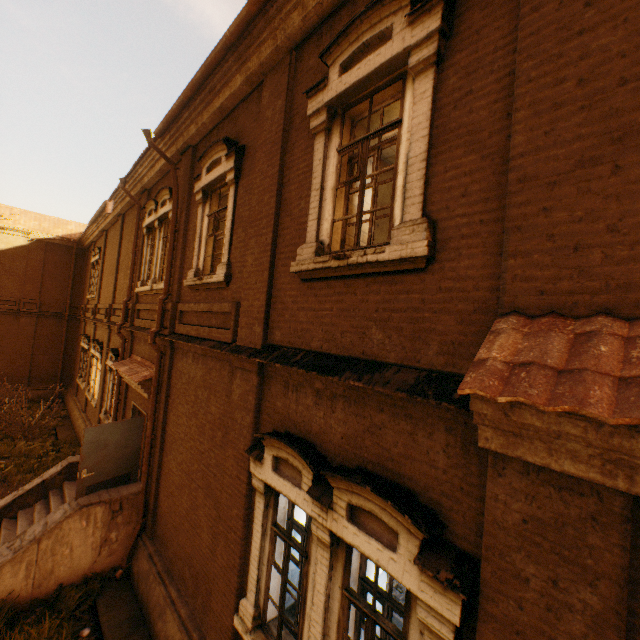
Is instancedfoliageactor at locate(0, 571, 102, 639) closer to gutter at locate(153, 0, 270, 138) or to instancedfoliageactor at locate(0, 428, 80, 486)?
instancedfoliageactor at locate(0, 428, 80, 486)

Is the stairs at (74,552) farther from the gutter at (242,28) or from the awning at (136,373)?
the gutter at (242,28)

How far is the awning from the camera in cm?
820

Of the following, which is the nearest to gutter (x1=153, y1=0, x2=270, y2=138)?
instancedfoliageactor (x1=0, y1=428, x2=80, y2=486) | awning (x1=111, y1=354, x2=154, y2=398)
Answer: awning (x1=111, y1=354, x2=154, y2=398)

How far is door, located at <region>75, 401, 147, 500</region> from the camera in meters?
7.6 m

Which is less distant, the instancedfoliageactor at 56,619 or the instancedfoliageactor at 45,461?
the instancedfoliageactor at 56,619

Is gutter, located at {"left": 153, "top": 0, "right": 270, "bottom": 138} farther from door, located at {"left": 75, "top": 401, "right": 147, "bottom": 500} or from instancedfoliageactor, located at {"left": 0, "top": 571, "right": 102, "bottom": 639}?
instancedfoliageactor, located at {"left": 0, "top": 571, "right": 102, "bottom": 639}

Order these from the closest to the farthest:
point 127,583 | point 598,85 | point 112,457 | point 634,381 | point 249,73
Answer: point 634,381
point 598,85
point 249,73
point 127,583
point 112,457
